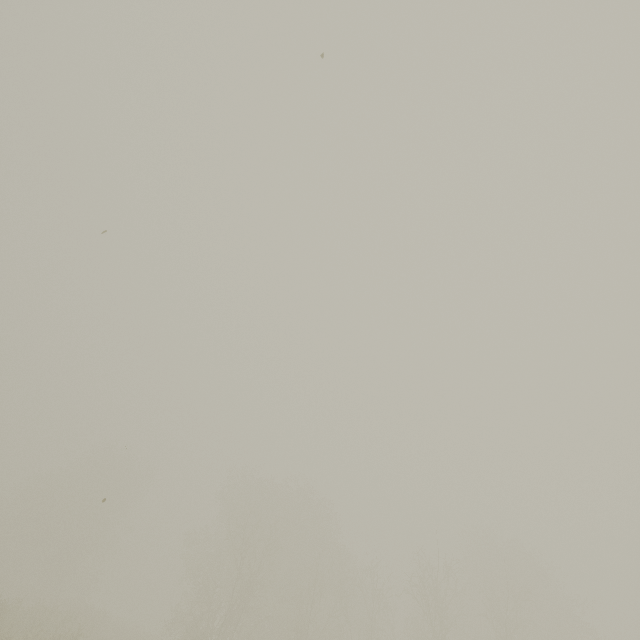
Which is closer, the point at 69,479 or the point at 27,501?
the point at 69,479
